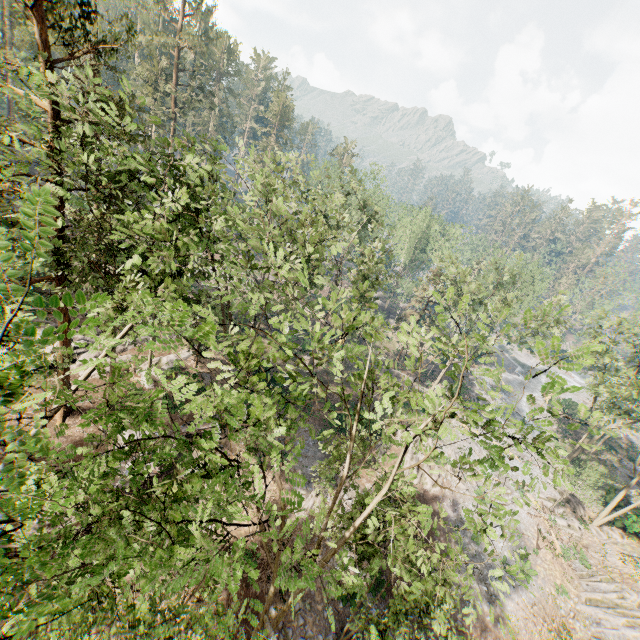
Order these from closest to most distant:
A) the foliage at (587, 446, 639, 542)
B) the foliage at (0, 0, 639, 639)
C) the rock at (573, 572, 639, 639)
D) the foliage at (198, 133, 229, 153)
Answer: the foliage at (0, 0, 639, 639) < the foliage at (198, 133, 229, 153) < the rock at (573, 572, 639, 639) < the foliage at (587, 446, 639, 542)

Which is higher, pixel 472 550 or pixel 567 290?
pixel 567 290

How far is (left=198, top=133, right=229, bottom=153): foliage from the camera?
15.3 meters

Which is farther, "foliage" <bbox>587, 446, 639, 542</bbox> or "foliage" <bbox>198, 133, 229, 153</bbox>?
"foliage" <bbox>587, 446, 639, 542</bbox>

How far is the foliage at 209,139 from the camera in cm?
1530

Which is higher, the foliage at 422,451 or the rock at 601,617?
the foliage at 422,451

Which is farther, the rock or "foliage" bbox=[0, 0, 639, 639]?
the rock
